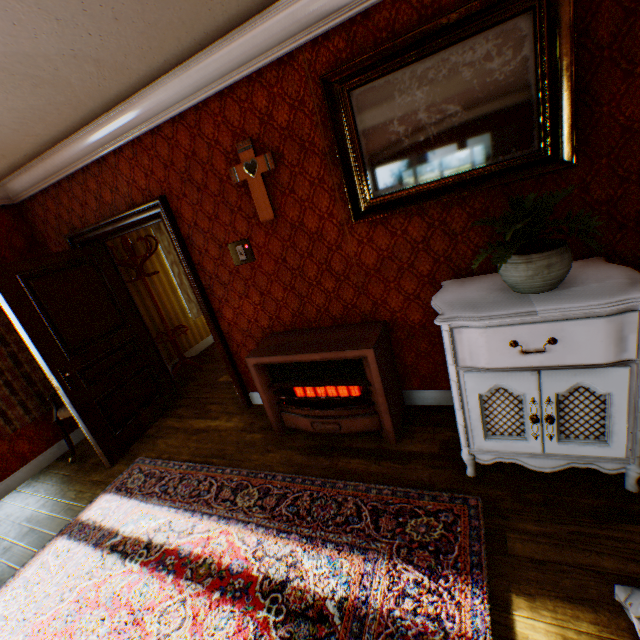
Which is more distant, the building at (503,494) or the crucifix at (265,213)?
the crucifix at (265,213)

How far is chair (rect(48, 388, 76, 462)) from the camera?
3.70m

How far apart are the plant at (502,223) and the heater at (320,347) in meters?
1.1 m

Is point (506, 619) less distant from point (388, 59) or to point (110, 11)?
point (388, 59)

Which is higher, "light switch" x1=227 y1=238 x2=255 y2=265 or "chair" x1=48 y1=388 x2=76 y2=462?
"light switch" x1=227 y1=238 x2=255 y2=265

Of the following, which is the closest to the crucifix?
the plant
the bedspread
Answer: the plant

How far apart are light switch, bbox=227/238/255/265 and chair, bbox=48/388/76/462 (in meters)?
2.26

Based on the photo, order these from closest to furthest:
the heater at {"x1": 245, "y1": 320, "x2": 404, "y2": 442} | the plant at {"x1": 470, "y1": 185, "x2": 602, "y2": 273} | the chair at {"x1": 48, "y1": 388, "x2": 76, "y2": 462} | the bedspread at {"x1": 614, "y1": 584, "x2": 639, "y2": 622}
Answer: the bedspread at {"x1": 614, "y1": 584, "x2": 639, "y2": 622}
the plant at {"x1": 470, "y1": 185, "x2": 602, "y2": 273}
the heater at {"x1": 245, "y1": 320, "x2": 404, "y2": 442}
the chair at {"x1": 48, "y1": 388, "x2": 76, "y2": 462}
